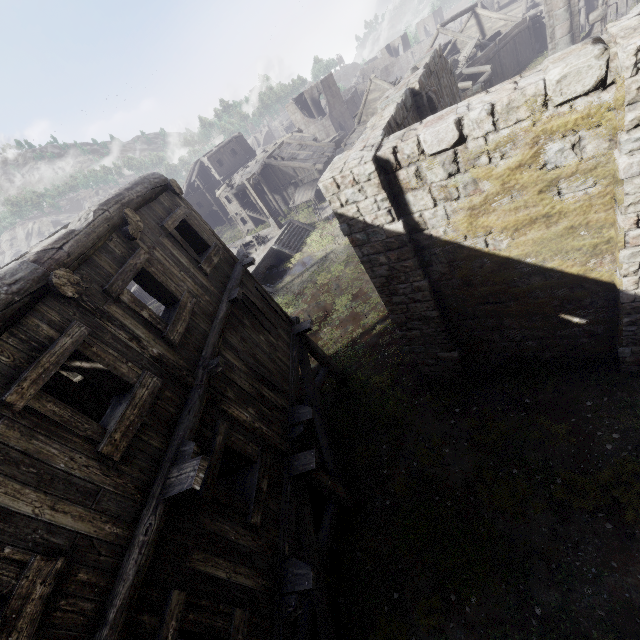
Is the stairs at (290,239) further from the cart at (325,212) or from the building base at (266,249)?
the cart at (325,212)

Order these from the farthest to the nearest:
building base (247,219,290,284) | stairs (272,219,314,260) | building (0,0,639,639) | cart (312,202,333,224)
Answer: cart (312,202,333,224)
stairs (272,219,314,260)
building base (247,219,290,284)
building (0,0,639,639)

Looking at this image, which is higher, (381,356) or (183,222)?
(183,222)

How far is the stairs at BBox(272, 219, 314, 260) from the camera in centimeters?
2573cm

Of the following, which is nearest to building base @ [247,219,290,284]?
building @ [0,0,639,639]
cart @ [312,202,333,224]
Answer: cart @ [312,202,333,224]

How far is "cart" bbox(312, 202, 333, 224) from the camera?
27.2 meters

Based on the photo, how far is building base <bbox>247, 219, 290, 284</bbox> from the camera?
24.2 meters

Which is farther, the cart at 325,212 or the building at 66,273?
the cart at 325,212
